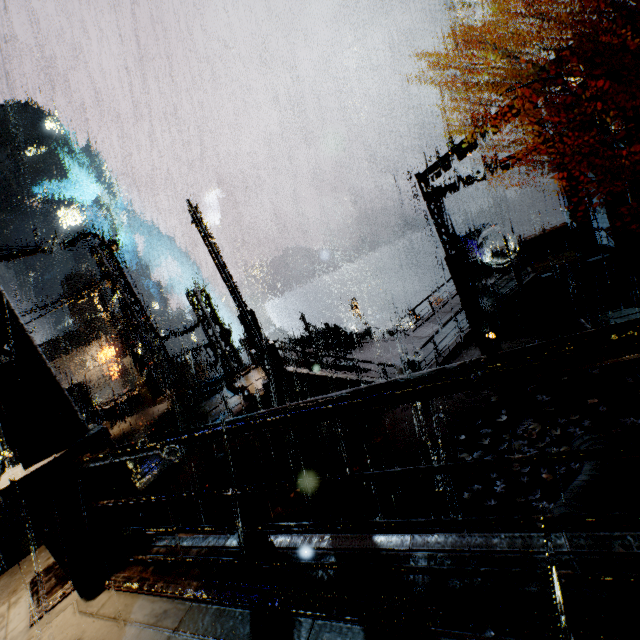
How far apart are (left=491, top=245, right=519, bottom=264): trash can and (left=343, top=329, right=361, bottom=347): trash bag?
10.5 meters

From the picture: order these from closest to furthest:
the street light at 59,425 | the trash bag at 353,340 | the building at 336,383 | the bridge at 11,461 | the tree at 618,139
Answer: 1. the street light at 59,425
2. the tree at 618,139
3. the building at 336,383
4. the bridge at 11,461
5. the trash bag at 353,340

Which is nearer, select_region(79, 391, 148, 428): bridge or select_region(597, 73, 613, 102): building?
select_region(597, 73, 613, 102): building

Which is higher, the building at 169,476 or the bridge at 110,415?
the bridge at 110,415

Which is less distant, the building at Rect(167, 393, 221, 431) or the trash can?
the building at Rect(167, 393, 221, 431)

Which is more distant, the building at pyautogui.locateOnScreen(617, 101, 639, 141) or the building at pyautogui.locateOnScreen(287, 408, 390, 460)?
the building at pyautogui.locateOnScreen(617, 101, 639, 141)

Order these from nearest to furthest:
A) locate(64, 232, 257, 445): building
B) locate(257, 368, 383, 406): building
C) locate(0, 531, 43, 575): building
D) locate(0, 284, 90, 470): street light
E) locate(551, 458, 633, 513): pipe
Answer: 1. locate(0, 284, 90, 470): street light
2. locate(551, 458, 633, 513): pipe
3. locate(0, 531, 43, 575): building
4. locate(257, 368, 383, 406): building
5. locate(64, 232, 257, 445): building

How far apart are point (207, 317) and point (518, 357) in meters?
16.2 m
